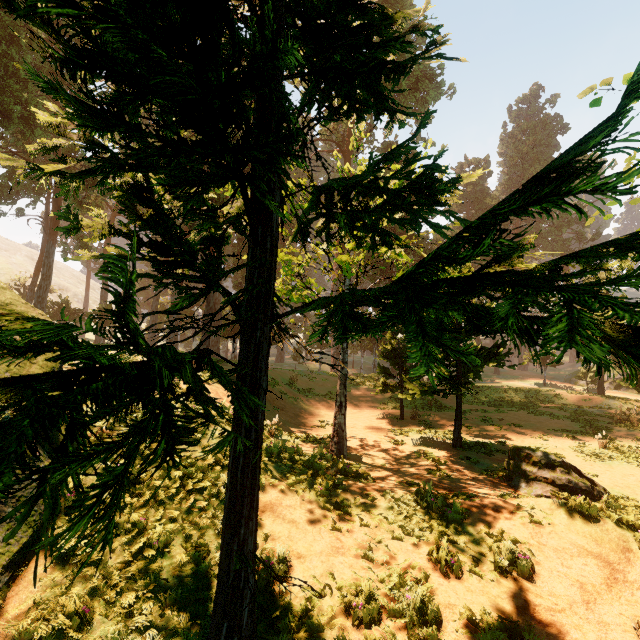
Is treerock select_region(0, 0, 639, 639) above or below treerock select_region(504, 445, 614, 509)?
above

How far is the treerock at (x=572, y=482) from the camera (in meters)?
9.30

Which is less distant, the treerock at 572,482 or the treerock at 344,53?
the treerock at 344,53

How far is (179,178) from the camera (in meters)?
3.42

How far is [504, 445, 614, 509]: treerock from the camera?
9.3m

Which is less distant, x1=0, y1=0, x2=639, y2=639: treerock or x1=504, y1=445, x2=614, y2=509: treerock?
x1=0, y1=0, x2=639, y2=639: treerock
